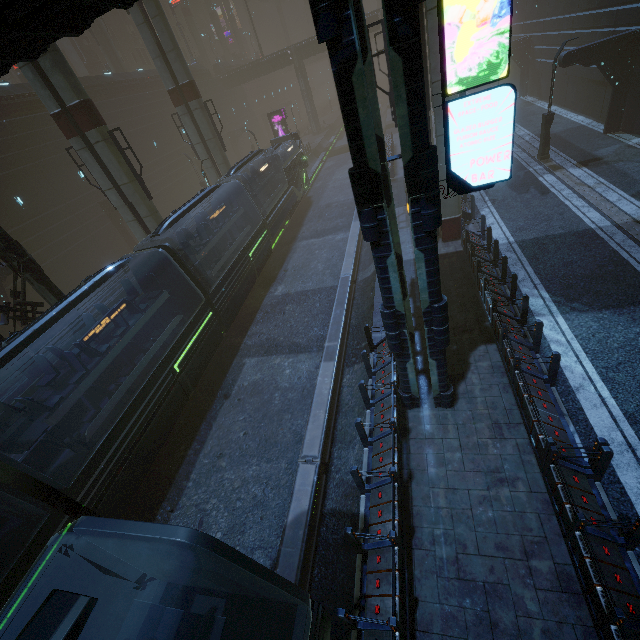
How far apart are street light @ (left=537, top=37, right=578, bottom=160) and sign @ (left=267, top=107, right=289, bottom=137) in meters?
28.4

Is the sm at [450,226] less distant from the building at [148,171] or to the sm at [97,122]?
the building at [148,171]

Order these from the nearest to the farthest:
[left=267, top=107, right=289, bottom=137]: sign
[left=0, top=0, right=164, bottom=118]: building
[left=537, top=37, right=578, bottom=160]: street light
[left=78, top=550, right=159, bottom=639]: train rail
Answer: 1. [left=0, top=0, right=164, bottom=118]: building
2. [left=78, top=550, right=159, bottom=639]: train rail
3. [left=537, top=37, right=578, bottom=160]: street light
4. [left=267, top=107, right=289, bottom=137]: sign

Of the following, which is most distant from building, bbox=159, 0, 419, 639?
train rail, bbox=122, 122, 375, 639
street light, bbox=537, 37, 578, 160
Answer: street light, bbox=537, 37, 578, 160

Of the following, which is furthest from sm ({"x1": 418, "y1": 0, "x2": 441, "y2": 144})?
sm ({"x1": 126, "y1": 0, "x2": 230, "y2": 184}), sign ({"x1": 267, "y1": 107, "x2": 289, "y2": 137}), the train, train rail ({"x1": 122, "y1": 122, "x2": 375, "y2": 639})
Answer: sign ({"x1": 267, "y1": 107, "x2": 289, "y2": 137})

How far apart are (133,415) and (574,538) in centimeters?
1118cm

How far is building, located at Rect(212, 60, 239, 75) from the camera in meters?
54.0 m

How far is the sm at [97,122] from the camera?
14.03m
